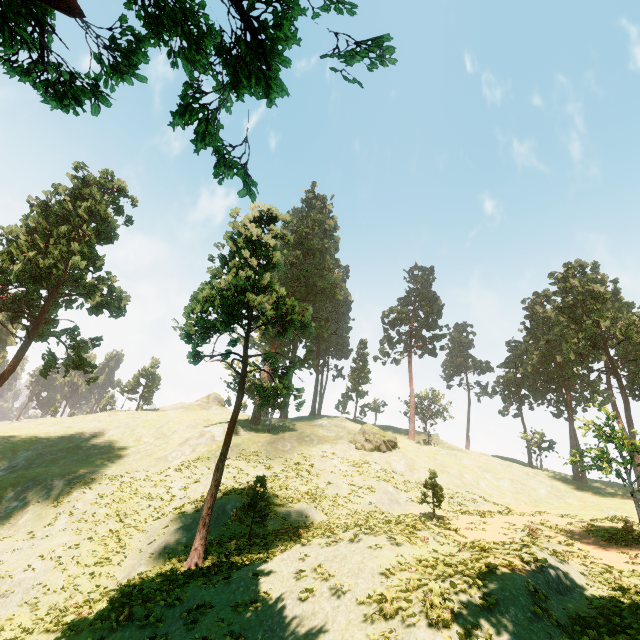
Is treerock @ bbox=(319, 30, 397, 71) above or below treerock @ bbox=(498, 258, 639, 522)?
below

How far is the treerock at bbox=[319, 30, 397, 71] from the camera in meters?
4.1 m

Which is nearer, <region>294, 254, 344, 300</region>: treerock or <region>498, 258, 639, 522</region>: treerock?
<region>498, 258, 639, 522</region>: treerock

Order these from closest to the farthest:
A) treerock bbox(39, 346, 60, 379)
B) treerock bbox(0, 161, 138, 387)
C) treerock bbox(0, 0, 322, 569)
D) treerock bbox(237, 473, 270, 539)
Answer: treerock bbox(0, 0, 322, 569) → treerock bbox(237, 473, 270, 539) → treerock bbox(0, 161, 138, 387) → treerock bbox(39, 346, 60, 379)

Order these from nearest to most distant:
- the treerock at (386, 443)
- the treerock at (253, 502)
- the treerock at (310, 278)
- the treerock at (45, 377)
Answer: the treerock at (253, 502) < the treerock at (45, 377) < the treerock at (386, 443) < the treerock at (310, 278)

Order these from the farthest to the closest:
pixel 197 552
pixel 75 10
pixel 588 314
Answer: pixel 588 314 → pixel 197 552 → pixel 75 10

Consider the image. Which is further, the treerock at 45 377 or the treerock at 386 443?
the treerock at 386 443
